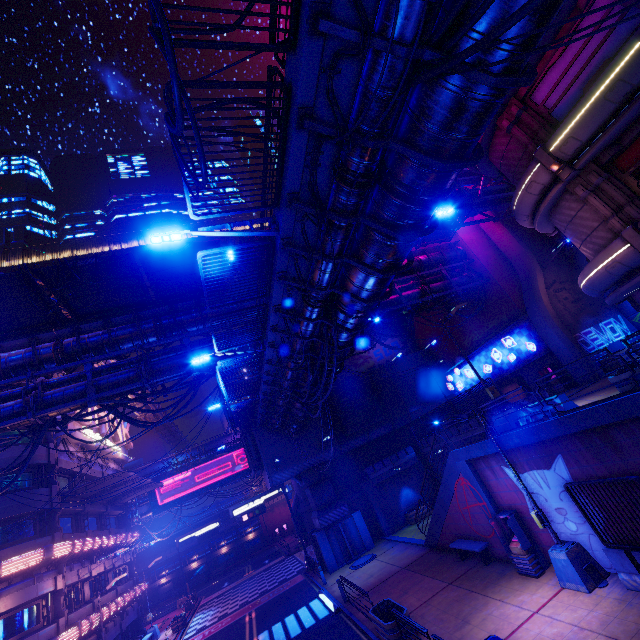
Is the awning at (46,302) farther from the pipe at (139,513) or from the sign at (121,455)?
the pipe at (139,513)

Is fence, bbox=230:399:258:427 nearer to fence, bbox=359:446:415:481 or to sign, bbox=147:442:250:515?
fence, bbox=359:446:415:481

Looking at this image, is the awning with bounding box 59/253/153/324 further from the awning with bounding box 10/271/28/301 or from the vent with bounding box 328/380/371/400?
the vent with bounding box 328/380/371/400

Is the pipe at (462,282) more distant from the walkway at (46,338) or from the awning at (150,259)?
the awning at (150,259)

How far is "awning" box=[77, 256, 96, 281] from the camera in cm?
1514

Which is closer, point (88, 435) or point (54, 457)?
point (54, 457)

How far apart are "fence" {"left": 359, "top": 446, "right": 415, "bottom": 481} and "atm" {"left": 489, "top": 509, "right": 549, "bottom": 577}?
15.8 meters
